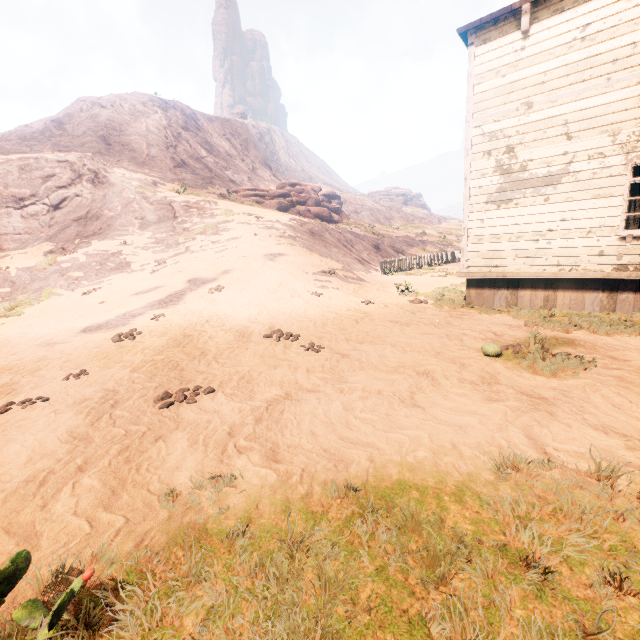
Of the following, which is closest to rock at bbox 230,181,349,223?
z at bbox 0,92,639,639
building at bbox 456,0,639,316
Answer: z at bbox 0,92,639,639

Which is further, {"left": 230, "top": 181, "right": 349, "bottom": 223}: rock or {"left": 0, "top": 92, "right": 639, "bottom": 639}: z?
{"left": 230, "top": 181, "right": 349, "bottom": 223}: rock

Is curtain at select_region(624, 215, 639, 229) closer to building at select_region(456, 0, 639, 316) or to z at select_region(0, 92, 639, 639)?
building at select_region(456, 0, 639, 316)

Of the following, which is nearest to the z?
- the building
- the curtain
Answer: the building

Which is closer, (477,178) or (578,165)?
(578,165)

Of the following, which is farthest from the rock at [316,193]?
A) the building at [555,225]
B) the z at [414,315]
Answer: the building at [555,225]

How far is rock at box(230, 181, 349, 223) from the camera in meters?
31.7 m

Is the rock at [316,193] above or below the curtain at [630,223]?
above
